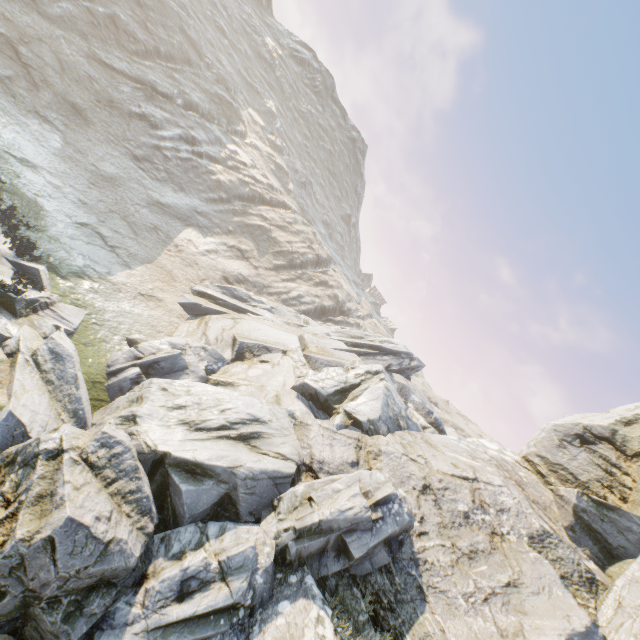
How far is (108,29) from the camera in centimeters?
2764cm
